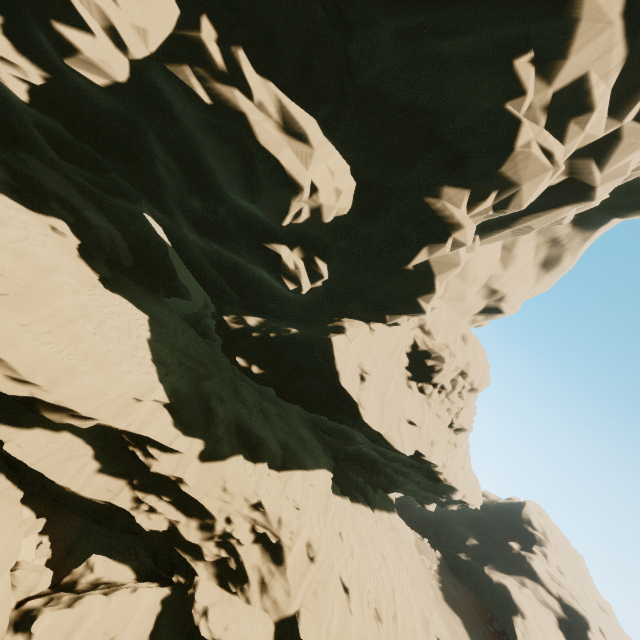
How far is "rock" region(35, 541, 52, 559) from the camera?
11.46m

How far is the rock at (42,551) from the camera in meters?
11.5 m

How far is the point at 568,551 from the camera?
59.06m

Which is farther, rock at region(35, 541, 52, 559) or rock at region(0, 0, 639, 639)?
rock at region(35, 541, 52, 559)

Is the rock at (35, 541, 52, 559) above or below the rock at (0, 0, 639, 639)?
below

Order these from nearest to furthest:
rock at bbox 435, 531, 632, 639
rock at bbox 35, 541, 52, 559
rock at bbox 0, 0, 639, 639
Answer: rock at bbox 0, 0, 639, 639 → rock at bbox 35, 541, 52, 559 → rock at bbox 435, 531, 632, 639

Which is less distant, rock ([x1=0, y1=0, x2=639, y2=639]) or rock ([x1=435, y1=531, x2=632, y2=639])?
rock ([x1=0, y1=0, x2=639, y2=639])

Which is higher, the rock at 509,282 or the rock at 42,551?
the rock at 509,282
